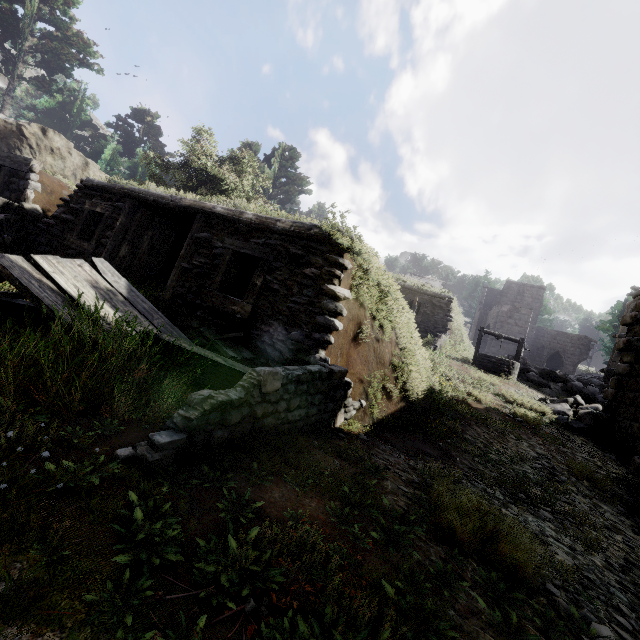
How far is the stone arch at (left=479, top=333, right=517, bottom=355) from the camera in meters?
30.6 m

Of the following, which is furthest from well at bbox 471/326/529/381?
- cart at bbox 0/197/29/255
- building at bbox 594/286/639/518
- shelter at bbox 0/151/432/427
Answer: cart at bbox 0/197/29/255

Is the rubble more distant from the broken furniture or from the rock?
the rock

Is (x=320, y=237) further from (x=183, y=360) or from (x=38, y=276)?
(x=38, y=276)

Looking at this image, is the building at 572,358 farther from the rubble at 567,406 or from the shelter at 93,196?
the shelter at 93,196

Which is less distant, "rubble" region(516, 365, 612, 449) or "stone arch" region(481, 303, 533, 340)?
"rubble" region(516, 365, 612, 449)

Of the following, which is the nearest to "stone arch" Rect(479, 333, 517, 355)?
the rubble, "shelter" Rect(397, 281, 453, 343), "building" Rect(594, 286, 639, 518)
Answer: "building" Rect(594, 286, 639, 518)

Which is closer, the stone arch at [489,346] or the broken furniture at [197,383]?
the broken furniture at [197,383]
